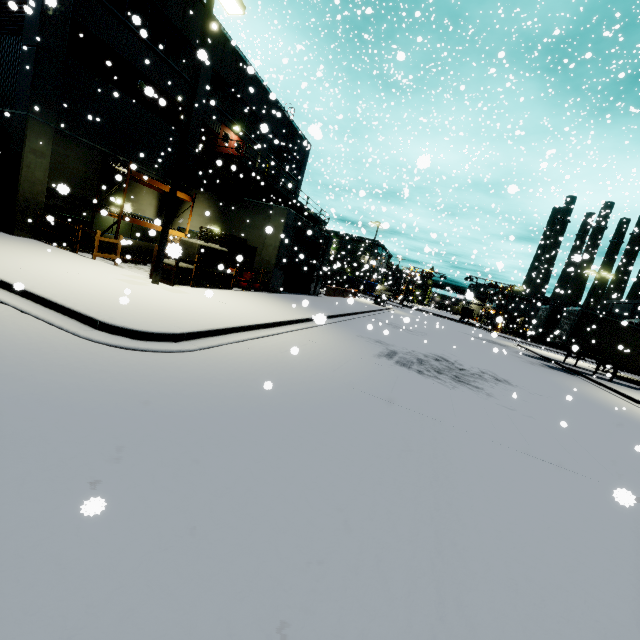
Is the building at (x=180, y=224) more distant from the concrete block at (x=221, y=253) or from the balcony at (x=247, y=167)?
the concrete block at (x=221, y=253)

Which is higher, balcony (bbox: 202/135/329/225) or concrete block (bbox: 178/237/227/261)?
balcony (bbox: 202/135/329/225)

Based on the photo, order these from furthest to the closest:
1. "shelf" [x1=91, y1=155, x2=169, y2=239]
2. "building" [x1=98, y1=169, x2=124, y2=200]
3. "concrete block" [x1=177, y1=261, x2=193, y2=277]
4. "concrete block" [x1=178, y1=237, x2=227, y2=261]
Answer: "shelf" [x1=91, y1=155, x2=169, y2=239] < "building" [x1=98, y1=169, x2=124, y2=200] < "concrete block" [x1=178, y1=237, x2=227, y2=261] < "concrete block" [x1=177, y1=261, x2=193, y2=277]

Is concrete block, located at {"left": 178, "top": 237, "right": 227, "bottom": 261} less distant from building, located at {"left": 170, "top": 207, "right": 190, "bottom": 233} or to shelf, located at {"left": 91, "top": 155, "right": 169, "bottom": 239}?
building, located at {"left": 170, "top": 207, "right": 190, "bottom": 233}

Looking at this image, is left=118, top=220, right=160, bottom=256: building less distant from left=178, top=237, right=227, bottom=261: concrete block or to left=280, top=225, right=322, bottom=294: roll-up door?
left=280, top=225, right=322, bottom=294: roll-up door

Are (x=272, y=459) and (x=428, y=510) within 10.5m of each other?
yes

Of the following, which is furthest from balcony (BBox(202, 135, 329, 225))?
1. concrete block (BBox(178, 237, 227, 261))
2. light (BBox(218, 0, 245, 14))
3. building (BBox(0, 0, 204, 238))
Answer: light (BBox(218, 0, 245, 14))

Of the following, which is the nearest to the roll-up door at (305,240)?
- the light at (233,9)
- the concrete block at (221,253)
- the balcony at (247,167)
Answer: the concrete block at (221,253)
